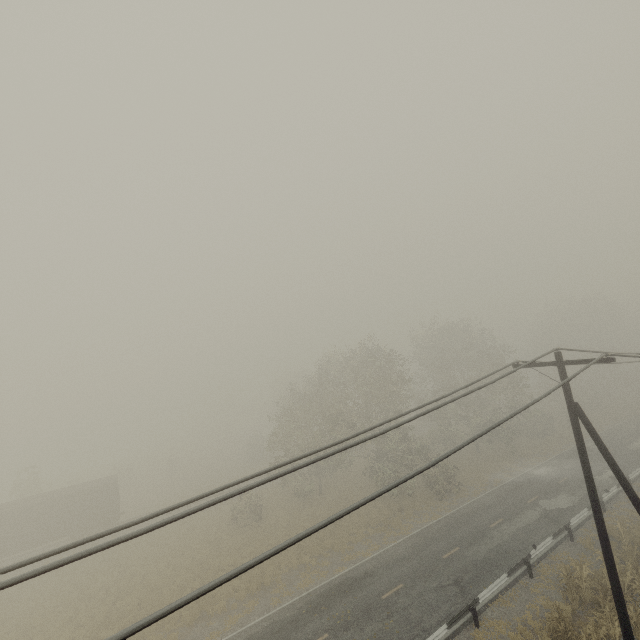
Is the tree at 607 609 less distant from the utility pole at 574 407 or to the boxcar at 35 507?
the utility pole at 574 407

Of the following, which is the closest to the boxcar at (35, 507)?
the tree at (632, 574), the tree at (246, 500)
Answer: the tree at (246, 500)

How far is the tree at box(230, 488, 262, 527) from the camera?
28.92m

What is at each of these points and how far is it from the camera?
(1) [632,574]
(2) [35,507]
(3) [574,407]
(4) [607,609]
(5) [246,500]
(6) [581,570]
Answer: (1) tree, 15.7 meters
(2) boxcar, 28.4 meters
(3) utility pole, 10.2 meters
(4) tree, 13.9 meters
(5) tree, 30.0 meters
(6) tree, 15.8 meters

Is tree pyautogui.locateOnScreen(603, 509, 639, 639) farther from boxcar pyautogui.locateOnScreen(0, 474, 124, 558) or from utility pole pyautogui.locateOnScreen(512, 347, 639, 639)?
boxcar pyautogui.locateOnScreen(0, 474, 124, 558)

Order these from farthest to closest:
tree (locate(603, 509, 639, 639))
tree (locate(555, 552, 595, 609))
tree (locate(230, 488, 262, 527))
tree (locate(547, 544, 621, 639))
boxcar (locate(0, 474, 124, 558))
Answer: tree (locate(230, 488, 262, 527))
boxcar (locate(0, 474, 124, 558))
tree (locate(555, 552, 595, 609))
tree (locate(603, 509, 639, 639))
tree (locate(547, 544, 621, 639))

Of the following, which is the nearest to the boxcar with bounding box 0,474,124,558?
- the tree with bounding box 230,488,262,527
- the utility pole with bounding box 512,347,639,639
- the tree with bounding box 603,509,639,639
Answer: the tree with bounding box 230,488,262,527
